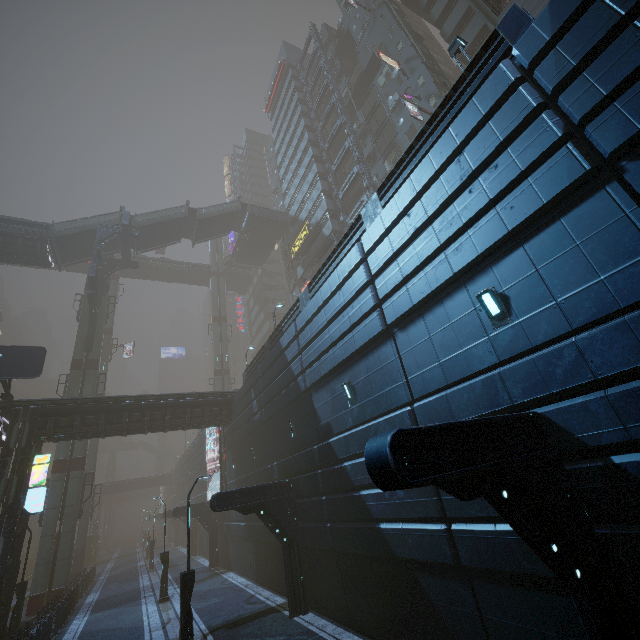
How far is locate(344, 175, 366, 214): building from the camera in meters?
34.0

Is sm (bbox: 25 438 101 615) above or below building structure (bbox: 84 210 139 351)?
below

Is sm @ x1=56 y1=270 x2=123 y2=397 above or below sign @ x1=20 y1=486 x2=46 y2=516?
above

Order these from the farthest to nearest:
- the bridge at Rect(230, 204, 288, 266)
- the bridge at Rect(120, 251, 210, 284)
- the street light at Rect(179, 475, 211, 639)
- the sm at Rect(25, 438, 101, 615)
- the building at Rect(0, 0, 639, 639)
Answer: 1. the bridge at Rect(120, 251, 210, 284)
2. the bridge at Rect(230, 204, 288, 266)
3. the sm at Rect(25, 438, 101, 615)
4. the street light at Rect(179, 475, 211, 639)
5. the building at Rect(0, 0, 639, 639)

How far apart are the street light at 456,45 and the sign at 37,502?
27.7 meters

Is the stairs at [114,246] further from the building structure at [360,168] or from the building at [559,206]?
the building structure at [360,168]

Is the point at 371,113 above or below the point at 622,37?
above

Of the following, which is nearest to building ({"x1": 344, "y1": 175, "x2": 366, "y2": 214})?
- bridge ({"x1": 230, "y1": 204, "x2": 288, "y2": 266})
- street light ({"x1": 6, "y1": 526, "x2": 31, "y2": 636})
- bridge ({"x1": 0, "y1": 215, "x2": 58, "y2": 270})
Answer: bridge ({"x1": 0, "y1": 215, "x2": 58, "y2": 270})
